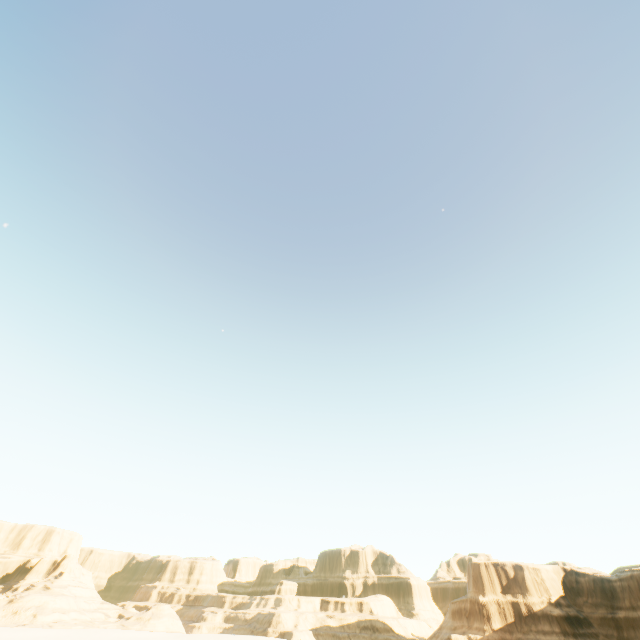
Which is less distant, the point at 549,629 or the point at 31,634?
the point at 31,634
